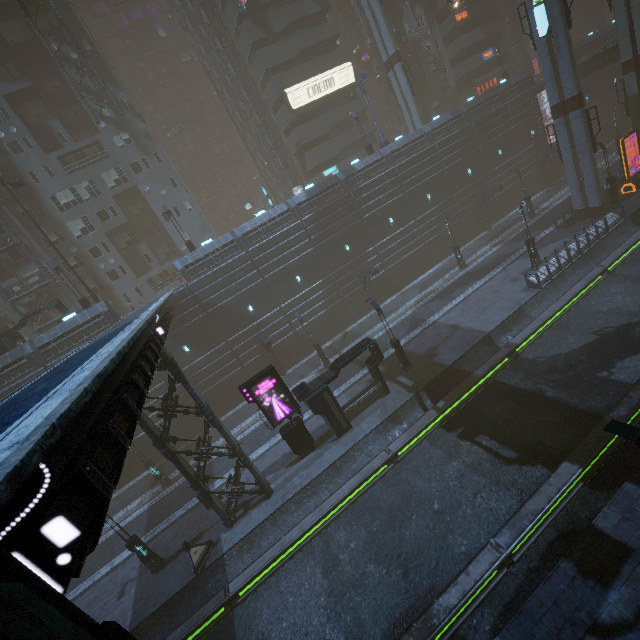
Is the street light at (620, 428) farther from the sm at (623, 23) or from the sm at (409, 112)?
the sm at (409, 112)

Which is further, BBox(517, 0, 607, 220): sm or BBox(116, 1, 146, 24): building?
BBox(116, 1, 146, 24): building

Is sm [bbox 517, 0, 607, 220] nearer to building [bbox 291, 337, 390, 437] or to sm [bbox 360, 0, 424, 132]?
building [bbox 291, 337, 390, 437]

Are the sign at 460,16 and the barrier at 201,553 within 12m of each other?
no

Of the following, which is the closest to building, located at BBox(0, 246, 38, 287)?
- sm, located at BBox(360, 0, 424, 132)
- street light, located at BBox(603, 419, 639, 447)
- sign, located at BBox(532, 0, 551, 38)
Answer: sign, located at BBox(532, 0, 551, 38)

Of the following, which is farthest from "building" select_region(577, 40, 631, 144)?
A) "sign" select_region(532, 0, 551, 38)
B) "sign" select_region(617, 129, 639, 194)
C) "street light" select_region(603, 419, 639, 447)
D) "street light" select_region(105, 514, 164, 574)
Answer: "street light" select_region(603, 419, 639, 447)

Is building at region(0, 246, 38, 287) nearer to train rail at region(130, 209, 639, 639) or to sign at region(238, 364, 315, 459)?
train rail at region(130, 209, 639, 639)

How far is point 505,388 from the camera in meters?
18.1
